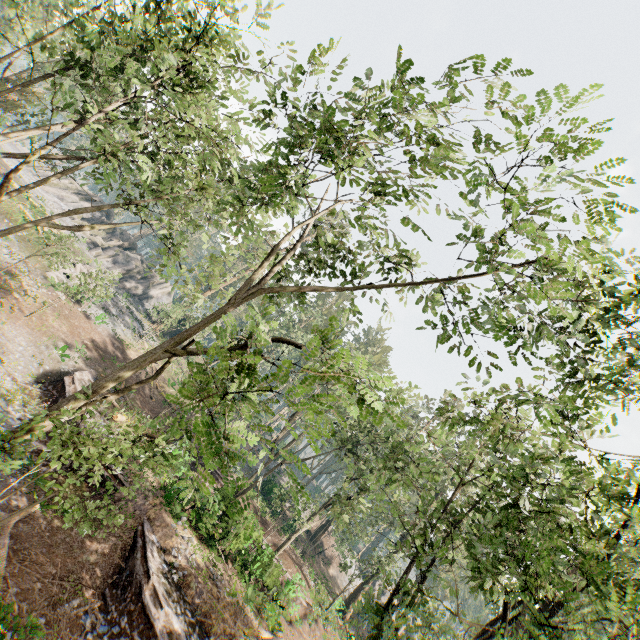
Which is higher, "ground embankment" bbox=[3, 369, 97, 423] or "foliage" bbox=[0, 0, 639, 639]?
"foliage" bbox=[0, 0, 639, 639]

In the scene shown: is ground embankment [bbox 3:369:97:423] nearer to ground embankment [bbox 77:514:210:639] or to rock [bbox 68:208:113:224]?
ground embankment [bbox 77:514:210:639]

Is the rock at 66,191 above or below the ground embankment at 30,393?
above

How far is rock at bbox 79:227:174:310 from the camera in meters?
44.1

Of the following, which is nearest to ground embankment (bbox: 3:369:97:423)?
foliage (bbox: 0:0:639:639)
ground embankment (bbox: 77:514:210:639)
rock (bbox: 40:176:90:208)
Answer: ground embankment (bbox: 77:514:210:639)

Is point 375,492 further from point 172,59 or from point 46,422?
point 172,59

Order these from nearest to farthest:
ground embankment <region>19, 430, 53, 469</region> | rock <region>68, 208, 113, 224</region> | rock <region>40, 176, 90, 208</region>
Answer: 1. ground embankment <region>19, 430, 53, 469</region>
2. rock <region>68, 208, 113, 224</region>
3. rock <region>40, 176, 90, 208</region>

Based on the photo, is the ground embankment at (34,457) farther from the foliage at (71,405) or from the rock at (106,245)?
the rock at (106,245)
